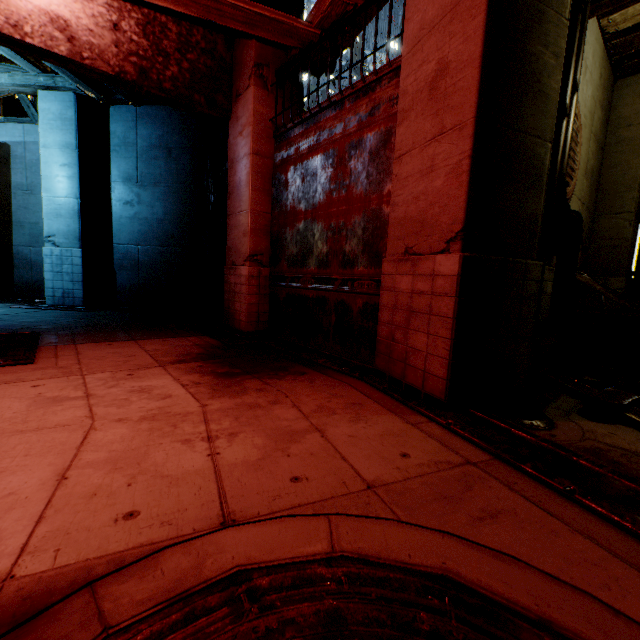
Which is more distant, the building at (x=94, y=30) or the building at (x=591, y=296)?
the building at (x=591, y=296)

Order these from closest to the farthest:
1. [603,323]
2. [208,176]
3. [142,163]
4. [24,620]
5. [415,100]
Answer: [24,620], [415,100], [603,323], [208,176], [142,163]

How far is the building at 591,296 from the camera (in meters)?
6.97

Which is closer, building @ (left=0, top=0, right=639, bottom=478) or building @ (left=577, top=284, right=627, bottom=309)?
building @ (left=0, top=0, right=639, bottom=478)

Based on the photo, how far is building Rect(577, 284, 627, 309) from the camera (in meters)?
6.97
